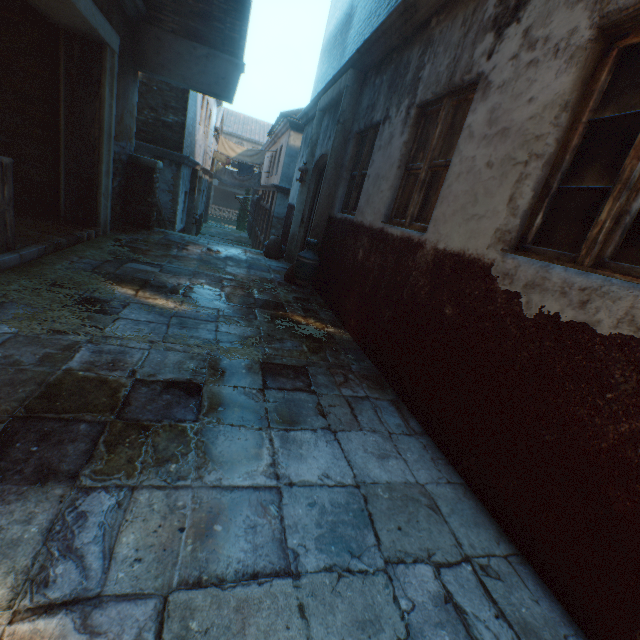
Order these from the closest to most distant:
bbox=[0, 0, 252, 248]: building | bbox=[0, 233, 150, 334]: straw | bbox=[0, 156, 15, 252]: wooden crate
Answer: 1. bbox=[0, 233, 150, 334]: straw
2. bbox=[0, 156, 15, 252]: wooden crate
3. bbox=[0, 0, 252, 248]: building

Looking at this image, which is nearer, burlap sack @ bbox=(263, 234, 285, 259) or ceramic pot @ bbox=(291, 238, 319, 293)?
ceramic pot @ bbox=(291, 238, 319, 293)

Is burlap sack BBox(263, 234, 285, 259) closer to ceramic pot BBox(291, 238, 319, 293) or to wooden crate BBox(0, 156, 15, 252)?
ceramic pot BBox(291, 238, 319, 293)

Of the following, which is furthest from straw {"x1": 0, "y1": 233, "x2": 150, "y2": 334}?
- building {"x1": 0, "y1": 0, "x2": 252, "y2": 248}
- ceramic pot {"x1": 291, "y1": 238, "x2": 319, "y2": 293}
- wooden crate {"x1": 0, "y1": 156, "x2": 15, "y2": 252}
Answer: ceramic pot {"x1": 291, "y1": 238, "x2": 319, "y2": 293}

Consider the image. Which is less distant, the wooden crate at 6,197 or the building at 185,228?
the wooden crate at 6,197

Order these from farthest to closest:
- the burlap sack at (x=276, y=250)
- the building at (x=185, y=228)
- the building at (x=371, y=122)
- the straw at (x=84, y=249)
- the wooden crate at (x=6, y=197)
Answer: →
the burlap sack at (x=276, y=250)
the building at (x=185, y=228)
the wooden crate at (x=6, y=197)
the straw at (x=84, y=249)
the building at (x=371, y=122)

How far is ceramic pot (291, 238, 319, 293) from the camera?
5.56m

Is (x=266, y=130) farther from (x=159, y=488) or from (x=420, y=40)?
(x=159, y=488)
